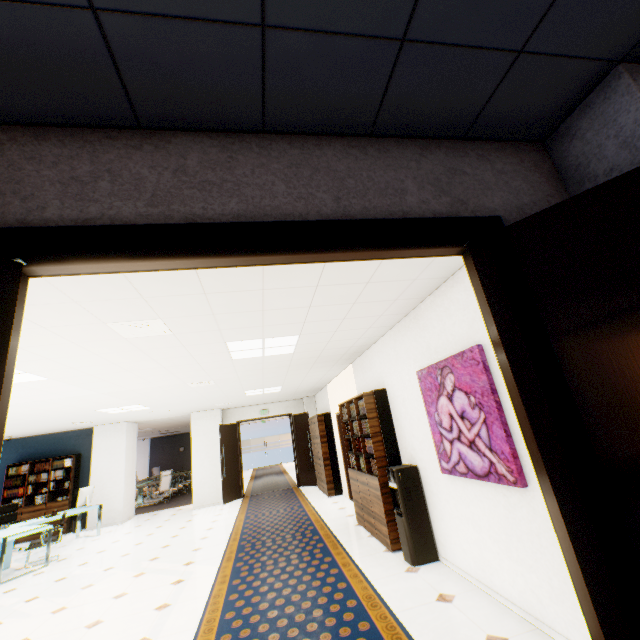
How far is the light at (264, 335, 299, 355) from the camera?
4.41m

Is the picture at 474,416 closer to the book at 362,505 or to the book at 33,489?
the book at 362,505

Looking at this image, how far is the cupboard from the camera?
8.9m

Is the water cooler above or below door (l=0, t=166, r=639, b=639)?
below

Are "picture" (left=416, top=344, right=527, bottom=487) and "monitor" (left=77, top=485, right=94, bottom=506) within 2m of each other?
no

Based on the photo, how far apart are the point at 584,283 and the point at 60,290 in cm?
318

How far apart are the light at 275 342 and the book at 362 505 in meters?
1.3

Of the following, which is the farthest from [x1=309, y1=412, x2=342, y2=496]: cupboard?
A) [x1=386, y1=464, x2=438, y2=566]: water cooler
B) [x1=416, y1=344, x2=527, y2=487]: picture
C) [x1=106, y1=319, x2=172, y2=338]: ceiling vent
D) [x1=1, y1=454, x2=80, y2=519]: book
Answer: [x1=1, y1=454, x2=80, y2=519]: book
